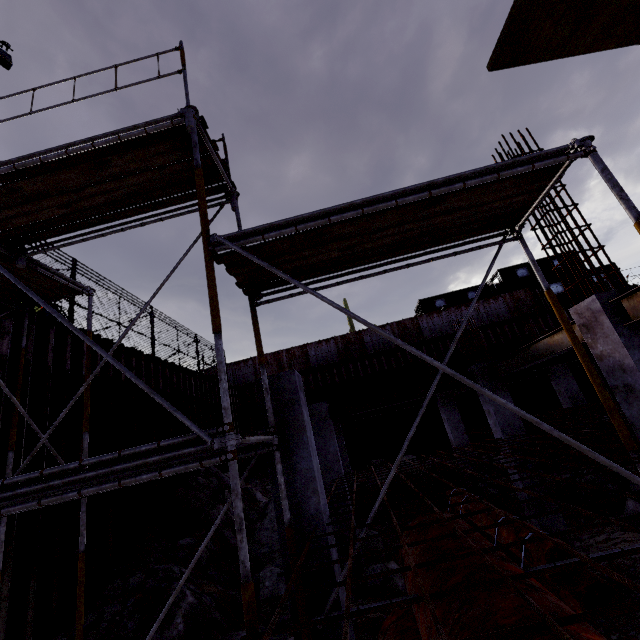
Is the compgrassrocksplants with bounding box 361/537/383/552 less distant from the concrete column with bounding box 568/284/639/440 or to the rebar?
the rebar

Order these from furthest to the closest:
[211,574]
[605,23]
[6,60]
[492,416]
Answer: [6,60]
[492,416]
[211,574]
[605,23]

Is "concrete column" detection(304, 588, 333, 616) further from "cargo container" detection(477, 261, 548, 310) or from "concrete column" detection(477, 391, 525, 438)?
"cargo container" detection(477, 261, 548, 310)

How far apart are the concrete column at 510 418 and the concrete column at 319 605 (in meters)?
6.18

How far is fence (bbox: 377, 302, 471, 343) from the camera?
21.9 meters

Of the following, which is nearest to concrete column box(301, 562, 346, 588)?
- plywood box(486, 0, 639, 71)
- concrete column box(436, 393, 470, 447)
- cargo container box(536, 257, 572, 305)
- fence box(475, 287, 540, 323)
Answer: plywood box(486, 0, 639, 71)

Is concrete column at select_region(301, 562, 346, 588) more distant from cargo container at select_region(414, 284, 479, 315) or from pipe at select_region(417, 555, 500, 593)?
cargo container at select_region(414, 284, 479, 315)

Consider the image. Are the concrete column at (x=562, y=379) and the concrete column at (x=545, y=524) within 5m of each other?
no
